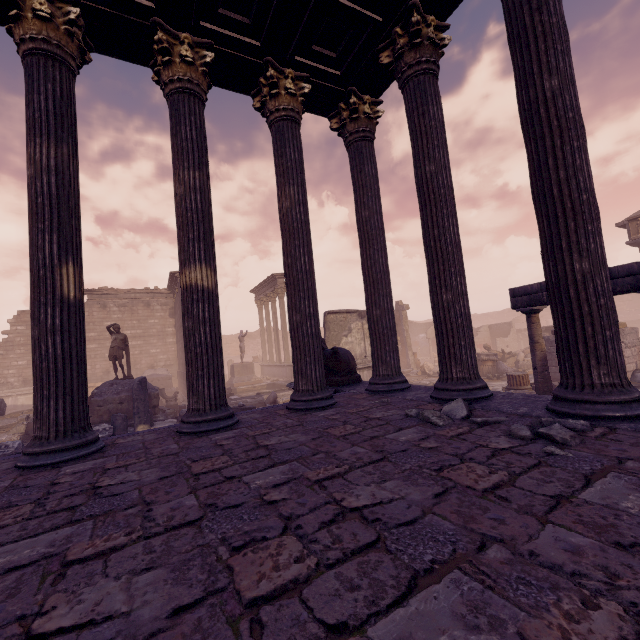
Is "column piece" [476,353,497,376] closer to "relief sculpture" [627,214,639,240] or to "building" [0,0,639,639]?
"relief sculpture" [627,214,639,240]

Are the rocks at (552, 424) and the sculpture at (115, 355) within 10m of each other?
no

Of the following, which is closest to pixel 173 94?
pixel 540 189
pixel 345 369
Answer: pixel 540 189

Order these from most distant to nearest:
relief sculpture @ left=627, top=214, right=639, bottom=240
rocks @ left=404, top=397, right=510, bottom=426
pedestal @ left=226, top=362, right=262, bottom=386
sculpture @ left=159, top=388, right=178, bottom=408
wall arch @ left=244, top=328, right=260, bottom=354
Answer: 1. wall arch @ left=244, top=328, right=260, bottom=354
2. pedestal @ left=226, top=362, right=262, bottom=386
3. relief sculpture @ left=627, top=214, right=639, bottom=240
4. sculpture @ left=159, top=388, right=178, bottom=408
5. rocks @ left=404, top=397, right=510, bottom=426

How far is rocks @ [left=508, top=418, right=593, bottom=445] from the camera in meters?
2.2

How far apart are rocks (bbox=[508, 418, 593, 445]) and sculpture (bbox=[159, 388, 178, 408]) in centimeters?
1571cm

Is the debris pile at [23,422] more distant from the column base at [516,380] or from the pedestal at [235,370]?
the column base at [516,380]

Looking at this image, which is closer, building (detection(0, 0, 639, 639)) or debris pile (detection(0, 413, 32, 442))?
building (detection(0, 0, 639, 639))
